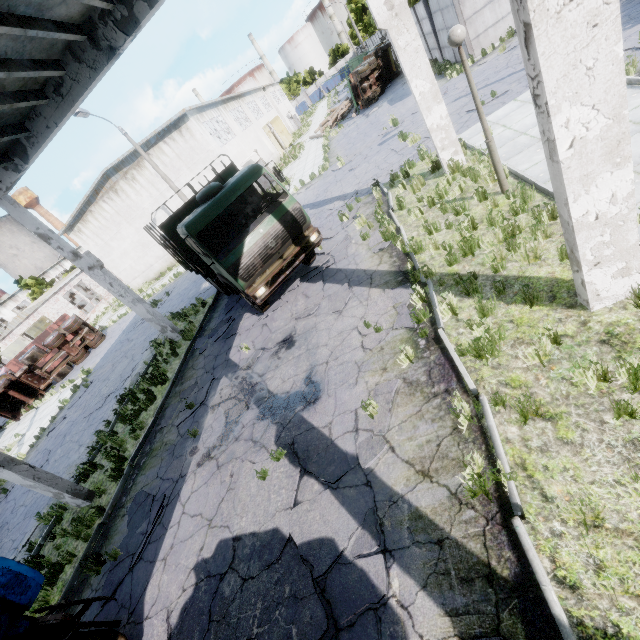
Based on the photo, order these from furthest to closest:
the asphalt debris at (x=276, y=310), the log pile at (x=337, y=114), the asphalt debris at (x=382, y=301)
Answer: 1. the log pile at (x=337, y=114)
2. the asphalt debris at (x=276, y=310)
3. the asphalt debris at (x=382, y=301)

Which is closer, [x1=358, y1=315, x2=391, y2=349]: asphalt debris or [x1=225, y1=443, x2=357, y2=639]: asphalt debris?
[x1=225, y1=443, x2=357, y2=639]: asphalt debris

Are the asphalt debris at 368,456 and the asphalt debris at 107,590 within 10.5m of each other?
yes

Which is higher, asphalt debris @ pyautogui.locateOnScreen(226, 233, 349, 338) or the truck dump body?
the truck dump body

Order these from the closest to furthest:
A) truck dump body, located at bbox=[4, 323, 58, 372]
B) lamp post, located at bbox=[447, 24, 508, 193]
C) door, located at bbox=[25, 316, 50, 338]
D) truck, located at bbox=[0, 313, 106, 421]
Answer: lamp post, located at bbox=[447, 24, 508, 193], truck, located at bbox=[0, 313, 106, 421], truck dump body, located at bbox=[4, 323, 58, 372], door, located at bbox=[25, 316, 50, 338]

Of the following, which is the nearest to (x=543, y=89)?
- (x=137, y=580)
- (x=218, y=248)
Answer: (x=218, y=248)

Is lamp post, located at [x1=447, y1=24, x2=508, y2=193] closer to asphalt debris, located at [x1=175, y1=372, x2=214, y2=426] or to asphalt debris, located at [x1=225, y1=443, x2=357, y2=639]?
asphalt debris, located at [x1=225, y1=443, x2=357, y2=639]

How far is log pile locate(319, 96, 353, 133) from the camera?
31.6 meters
